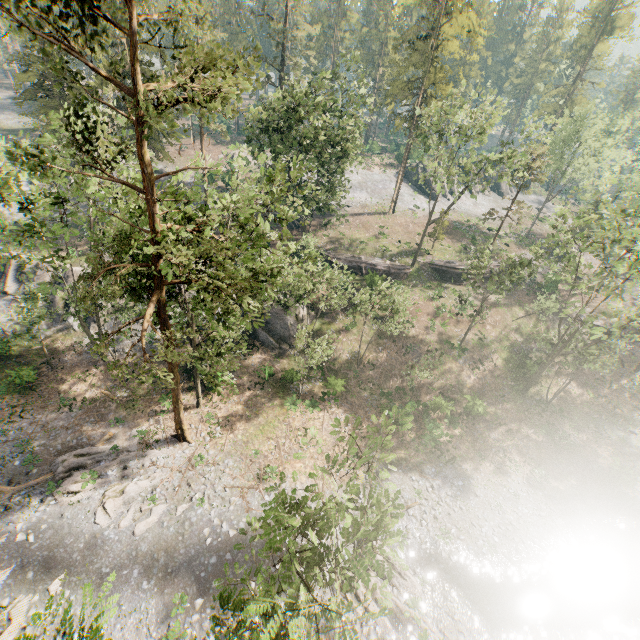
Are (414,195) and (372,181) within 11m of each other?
yes

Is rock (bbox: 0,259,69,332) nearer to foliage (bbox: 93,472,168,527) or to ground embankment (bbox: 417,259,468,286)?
foliage (bbox: 93,472,168,527)

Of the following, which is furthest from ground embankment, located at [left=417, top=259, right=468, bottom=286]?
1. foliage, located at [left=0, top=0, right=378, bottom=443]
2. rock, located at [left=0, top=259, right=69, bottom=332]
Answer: A: rock, located at [left=0, top=259, right=69, bottom=332]

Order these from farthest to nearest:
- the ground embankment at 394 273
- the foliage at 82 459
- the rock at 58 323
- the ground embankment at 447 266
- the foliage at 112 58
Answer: the ground embankment at 447 266 < the ground embankment at 394 273 < the rock at 58 323 < the foliage at 82 459 < the foliage at 112 58

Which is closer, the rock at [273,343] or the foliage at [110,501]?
the foliage at [110,501]

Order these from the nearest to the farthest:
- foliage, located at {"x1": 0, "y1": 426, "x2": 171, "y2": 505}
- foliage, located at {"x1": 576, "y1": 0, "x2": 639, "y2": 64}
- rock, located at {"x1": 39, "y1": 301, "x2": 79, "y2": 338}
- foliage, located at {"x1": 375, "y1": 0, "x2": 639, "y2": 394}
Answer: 1. foliage, located at {"x1": 0, "y1": 426, "x2": 171, "y2": 505}
2. foliage, located at {"x1": 375, "y1": 0, "x2": 639, "y2": 394}
3. rock, located at {"x1": 39, "y1": 301, "x2": 79, "y2": 338}
4. foliage, located at {"x1": 576, "y1": 0, "x2": 639, "y2": 64}

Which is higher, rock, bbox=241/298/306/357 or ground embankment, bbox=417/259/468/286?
ground embankment, bbox=417/259/468/286

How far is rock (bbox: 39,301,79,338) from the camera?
31.6m
